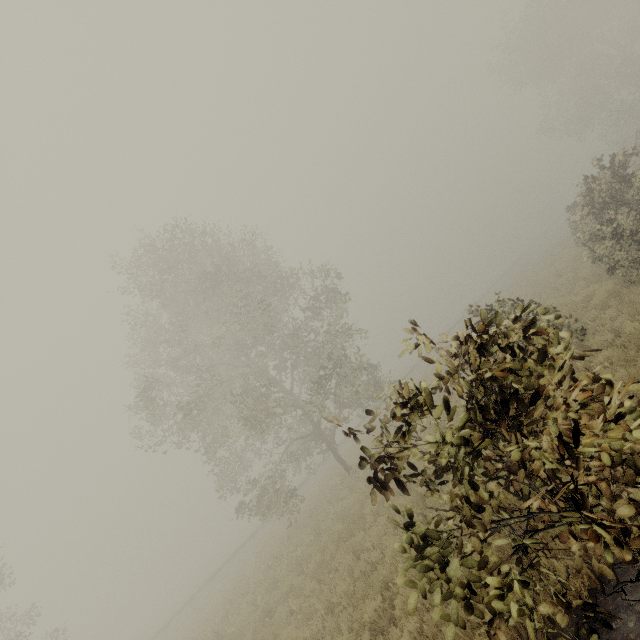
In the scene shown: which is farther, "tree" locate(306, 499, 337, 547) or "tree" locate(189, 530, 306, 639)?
"tree" locate(306, 499, 337, 547)

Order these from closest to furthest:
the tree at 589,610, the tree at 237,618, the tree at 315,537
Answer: the tree at 589,610 → the tree at 237,618 → the tree at 315,537

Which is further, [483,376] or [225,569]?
[225,569]

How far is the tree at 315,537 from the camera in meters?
13.5

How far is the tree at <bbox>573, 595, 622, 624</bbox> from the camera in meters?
2.2

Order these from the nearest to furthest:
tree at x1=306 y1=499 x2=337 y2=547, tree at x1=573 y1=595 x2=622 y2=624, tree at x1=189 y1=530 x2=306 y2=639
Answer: tree at x1=573 y1=595 x2=622 y2=624 < tree at x1=189 y1=530 x2=306 y2=639 < tree at x1=306 y1=499 x2=337 y2=547
